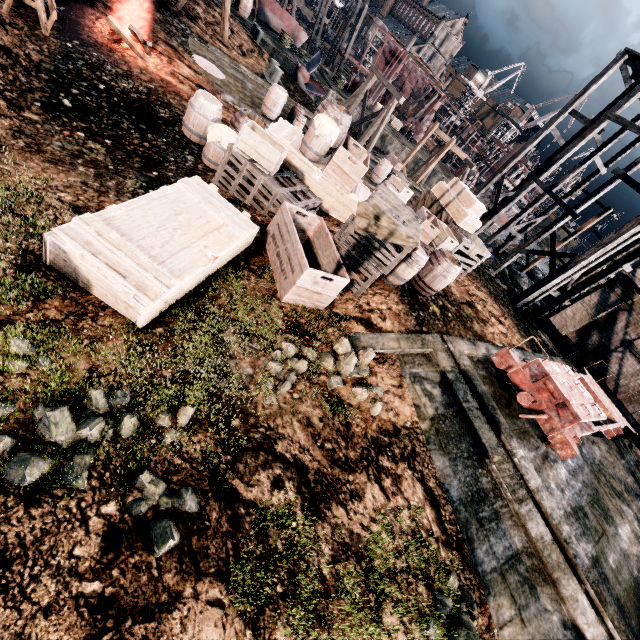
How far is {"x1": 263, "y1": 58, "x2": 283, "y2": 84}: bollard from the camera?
20.7 meters

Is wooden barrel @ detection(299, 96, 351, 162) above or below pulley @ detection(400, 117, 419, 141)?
above

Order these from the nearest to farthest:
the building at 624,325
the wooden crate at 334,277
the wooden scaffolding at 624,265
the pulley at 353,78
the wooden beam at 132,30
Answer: the wooden crate at 334,277 → the wooden beam at 132,30 → the building at 624,325 → the wooden scaffolding at 624,265 → the pulley at 353,78

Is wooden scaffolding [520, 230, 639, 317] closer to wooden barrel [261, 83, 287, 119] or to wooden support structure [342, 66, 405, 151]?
wooden support structure [342, 66, 405, 151]

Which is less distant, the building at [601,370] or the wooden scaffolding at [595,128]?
the building at [601,370]

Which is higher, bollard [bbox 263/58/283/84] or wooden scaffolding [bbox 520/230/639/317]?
wooden scaffolding [bbox 520/230/639/317]

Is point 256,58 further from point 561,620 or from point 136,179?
point 561,620

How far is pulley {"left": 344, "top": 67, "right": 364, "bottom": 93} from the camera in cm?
3737
